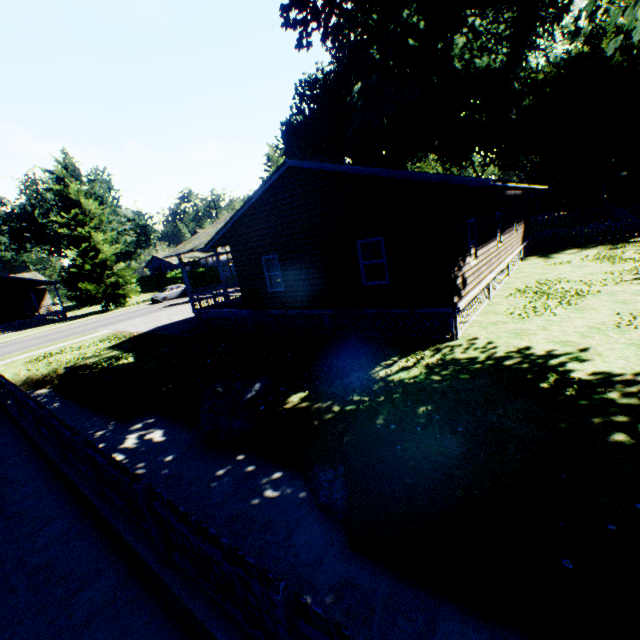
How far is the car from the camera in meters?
37.6 m

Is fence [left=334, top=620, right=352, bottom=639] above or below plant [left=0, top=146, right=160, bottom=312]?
below

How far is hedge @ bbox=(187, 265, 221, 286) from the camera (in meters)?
48.72

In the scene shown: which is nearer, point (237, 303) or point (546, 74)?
point (237, 303)

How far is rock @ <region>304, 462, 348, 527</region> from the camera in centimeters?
566cm

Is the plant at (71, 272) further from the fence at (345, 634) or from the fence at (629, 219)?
the fence at (629, 219)

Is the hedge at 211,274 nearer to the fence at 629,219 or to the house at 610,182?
the fence at 629,219

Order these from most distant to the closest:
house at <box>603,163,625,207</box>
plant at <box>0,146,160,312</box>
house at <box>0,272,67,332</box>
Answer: house at <box>603,163,625,207</box>, house at <box>0,272,67,332</box>, plant at <box>0,146,160,312</box>
